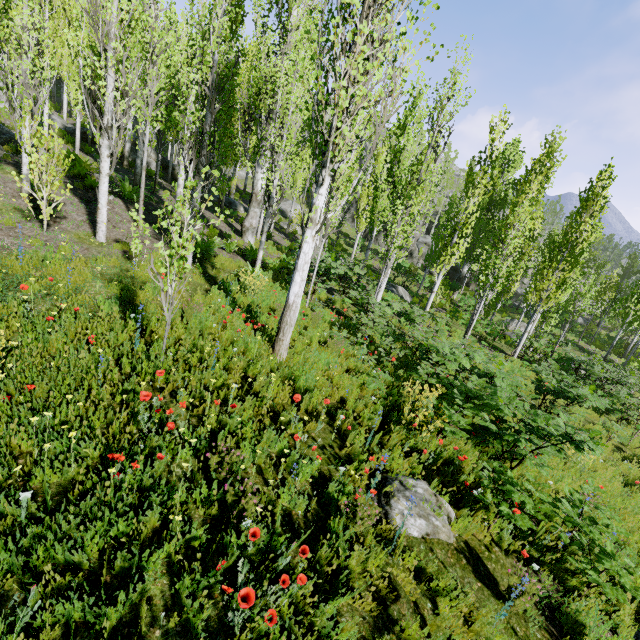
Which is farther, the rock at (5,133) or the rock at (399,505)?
the rock at (5,133)

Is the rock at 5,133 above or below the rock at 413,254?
above

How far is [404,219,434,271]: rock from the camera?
40.1 meters

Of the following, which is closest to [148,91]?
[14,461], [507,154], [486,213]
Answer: [14,461]

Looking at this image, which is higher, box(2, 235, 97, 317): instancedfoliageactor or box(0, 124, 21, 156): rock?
box(0, 124, 21, 156): rock

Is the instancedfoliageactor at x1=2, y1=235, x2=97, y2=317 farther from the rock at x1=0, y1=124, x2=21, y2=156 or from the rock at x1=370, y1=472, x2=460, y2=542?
the rock at x1=370, y1=472, x2=460, y2=542

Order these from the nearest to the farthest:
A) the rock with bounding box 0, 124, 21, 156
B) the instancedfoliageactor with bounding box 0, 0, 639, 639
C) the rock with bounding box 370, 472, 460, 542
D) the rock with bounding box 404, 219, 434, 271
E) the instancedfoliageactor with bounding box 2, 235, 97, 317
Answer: the rock with bounding box 370, 472, 460, 542 < the instancedfoliageactor with bounding box 0, 0, 639, 639 < the instancedfoliageactor with bounding box 2, 235, 97, 317 < the rock with bounding box 0, 124, 21, 156 < the rock with bounding box 404, 219, 434, 271

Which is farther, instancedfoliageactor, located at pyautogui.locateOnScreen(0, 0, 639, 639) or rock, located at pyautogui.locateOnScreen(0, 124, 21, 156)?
rock, located at pyautogui.locateOnScreen(0, 124, 21, 156)
